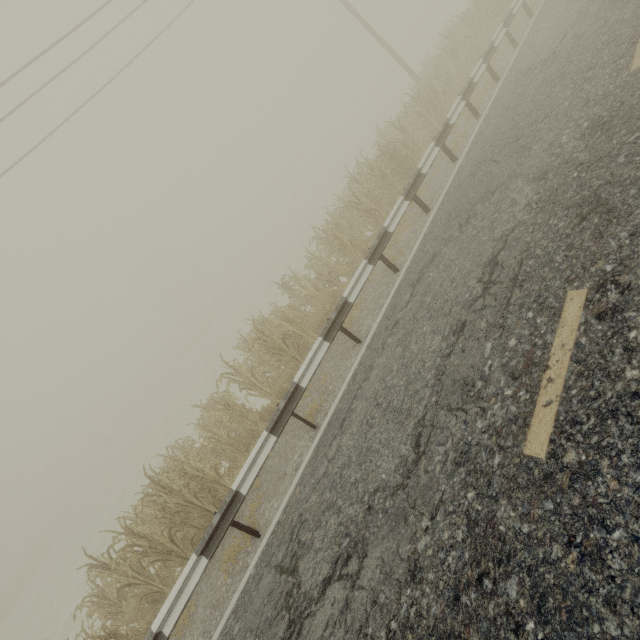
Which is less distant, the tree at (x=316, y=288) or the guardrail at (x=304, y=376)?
the guardrail at (x=304, y=376)

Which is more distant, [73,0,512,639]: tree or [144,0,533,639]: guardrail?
[73,0,512,639]: tree

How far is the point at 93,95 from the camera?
12.1m
